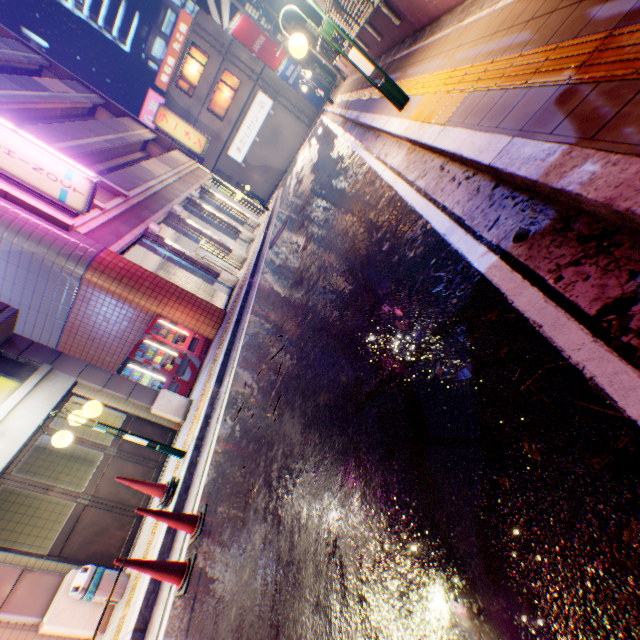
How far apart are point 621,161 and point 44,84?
24.4m

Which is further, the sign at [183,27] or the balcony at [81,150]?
the sign at [183,27]

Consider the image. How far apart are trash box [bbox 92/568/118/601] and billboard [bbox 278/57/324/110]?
33.84m

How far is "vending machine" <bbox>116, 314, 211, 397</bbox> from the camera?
9.4 meters

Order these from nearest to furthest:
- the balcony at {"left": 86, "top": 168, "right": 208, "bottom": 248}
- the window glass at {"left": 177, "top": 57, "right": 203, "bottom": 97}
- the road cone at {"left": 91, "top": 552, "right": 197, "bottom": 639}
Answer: the road cone at {"left": 91, "top": 552, "right": 197, "bottom": 639}
the balcony at {"left": 86, "top": 168, "right": 208, "bottom": 248}
the window glass at {"left": 177, "top": 57, "right": 203, "bottom": 97}

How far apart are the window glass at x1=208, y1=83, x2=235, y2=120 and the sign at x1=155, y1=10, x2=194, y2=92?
3.1m

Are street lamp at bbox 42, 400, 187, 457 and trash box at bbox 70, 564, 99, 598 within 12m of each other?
yes

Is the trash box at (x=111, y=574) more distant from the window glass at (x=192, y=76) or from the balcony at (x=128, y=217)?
the window glass at (x=192, y=76)
